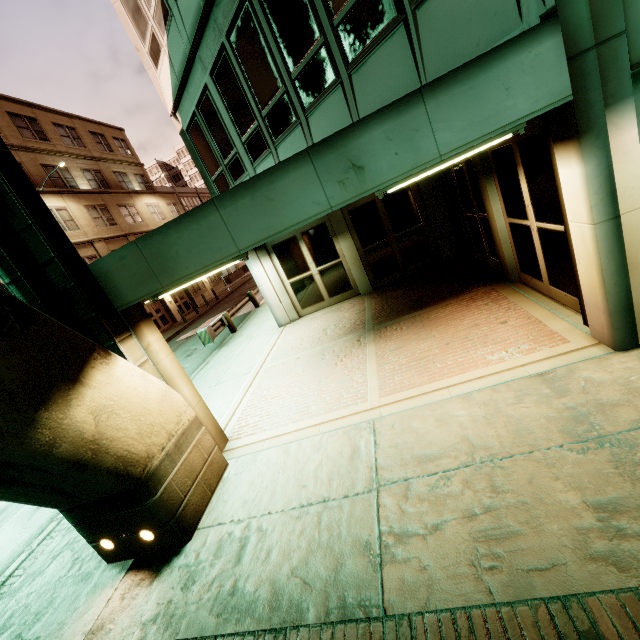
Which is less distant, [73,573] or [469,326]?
[73,573]
